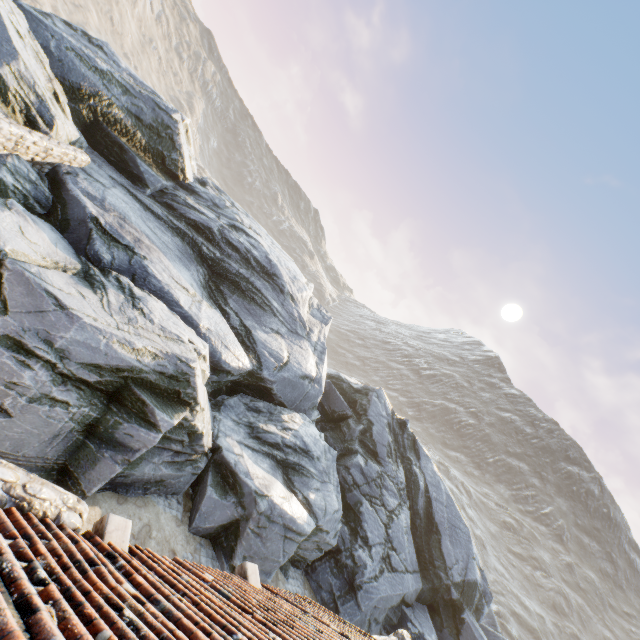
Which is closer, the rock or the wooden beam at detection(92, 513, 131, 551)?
the wooden beam at detection(92, 513, 131, 551)

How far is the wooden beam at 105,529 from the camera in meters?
4.0

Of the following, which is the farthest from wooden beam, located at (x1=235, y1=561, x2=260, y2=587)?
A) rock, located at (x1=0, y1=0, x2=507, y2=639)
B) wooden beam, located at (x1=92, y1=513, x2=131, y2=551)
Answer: rock, located at (x1=0, y1=0, x2=507, y2=639)

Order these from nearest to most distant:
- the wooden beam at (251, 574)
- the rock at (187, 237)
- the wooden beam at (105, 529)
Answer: the wooden beam at (105, 529) < the wooden beam at (251, 574) < the rock at (187, 237)

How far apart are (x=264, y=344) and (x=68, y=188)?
9.0 meters

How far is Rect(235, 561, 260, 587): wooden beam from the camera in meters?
5.8 m

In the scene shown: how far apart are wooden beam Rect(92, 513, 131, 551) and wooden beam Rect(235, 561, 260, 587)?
2.6m

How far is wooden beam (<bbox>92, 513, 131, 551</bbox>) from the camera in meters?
4.0 m
